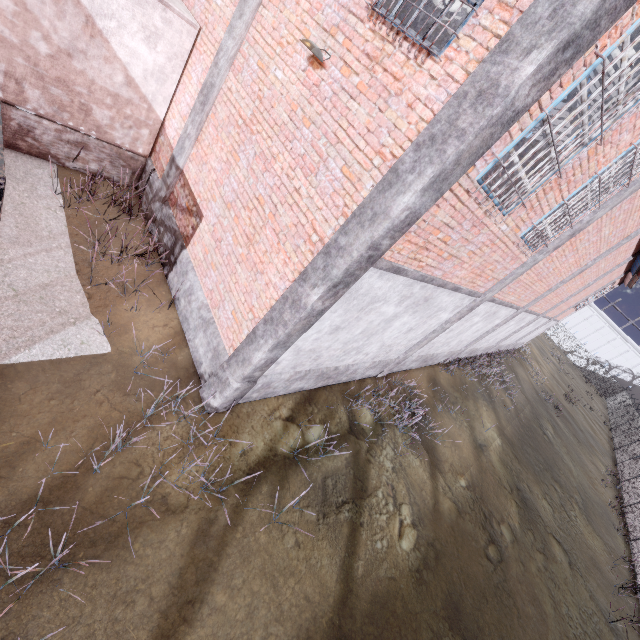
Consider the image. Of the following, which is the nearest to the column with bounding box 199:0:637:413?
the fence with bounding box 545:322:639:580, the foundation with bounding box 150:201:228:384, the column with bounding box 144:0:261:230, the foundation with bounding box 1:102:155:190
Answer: the foundation with bounding box 150:201:228:384

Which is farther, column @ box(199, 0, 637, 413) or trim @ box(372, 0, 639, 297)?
trim @ box(372, 0, 639, 297)

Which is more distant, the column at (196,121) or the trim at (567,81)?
the column at (196,121)

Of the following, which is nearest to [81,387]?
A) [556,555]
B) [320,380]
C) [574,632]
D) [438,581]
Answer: [320,380]

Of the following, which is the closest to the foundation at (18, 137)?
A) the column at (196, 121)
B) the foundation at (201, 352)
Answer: the column at (196, 121)

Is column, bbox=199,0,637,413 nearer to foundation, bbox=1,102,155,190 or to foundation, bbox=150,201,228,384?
foundation, bbox=150,201,228,384

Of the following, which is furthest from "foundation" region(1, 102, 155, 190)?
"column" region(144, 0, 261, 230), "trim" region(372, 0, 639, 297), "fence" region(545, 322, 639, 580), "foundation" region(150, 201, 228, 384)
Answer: "fence" region(545, 322, 639, 580)

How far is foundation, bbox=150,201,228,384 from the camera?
6.0 meters
